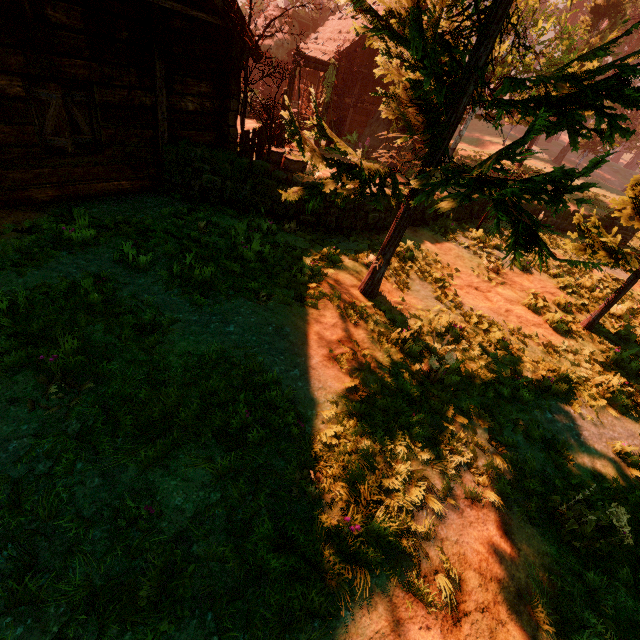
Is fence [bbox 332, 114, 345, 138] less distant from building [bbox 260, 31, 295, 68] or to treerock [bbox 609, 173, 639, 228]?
building [bbox 260, 31, 295, 68]

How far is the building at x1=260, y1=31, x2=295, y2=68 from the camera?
27.1m

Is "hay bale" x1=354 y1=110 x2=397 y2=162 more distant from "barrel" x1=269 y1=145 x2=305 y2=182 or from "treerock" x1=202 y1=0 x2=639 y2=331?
"barrel" x1=269 y1=145 x2=305 y2=182

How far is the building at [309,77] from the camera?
19.7 meters

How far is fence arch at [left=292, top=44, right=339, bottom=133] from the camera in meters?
12.2 m

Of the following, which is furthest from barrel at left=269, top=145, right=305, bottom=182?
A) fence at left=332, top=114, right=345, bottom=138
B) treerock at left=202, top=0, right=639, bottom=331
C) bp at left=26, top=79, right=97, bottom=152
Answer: fence at left=332, top=114, right=345, bottom=138

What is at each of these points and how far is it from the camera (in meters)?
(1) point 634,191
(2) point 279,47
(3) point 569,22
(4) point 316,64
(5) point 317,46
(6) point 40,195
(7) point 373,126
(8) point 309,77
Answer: (1) treerock, 7.34
(2) building, 27.30
(3) treerock, 46.50
(4) fence arch, 13.33
(5) building, 21.92
(6) building, 6.43
(7) hay bale, 17.94
(8) building, 22.97

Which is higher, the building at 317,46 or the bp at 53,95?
the building at 317,46
